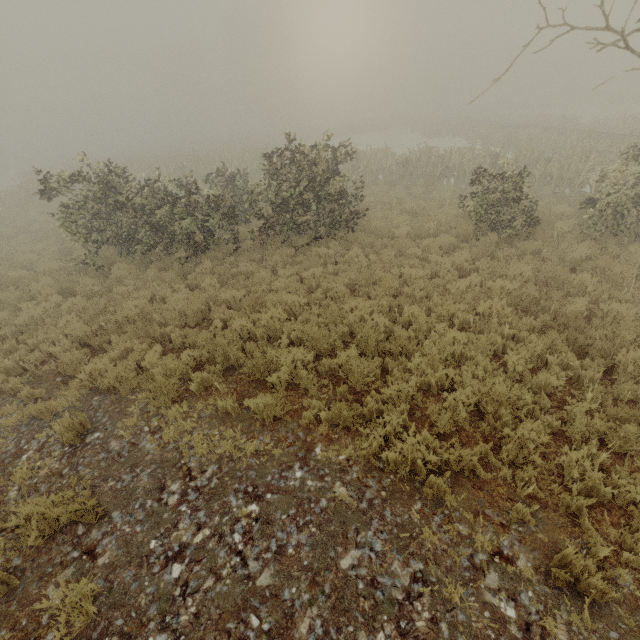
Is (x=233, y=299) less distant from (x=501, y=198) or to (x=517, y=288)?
(x=517, y=288)
